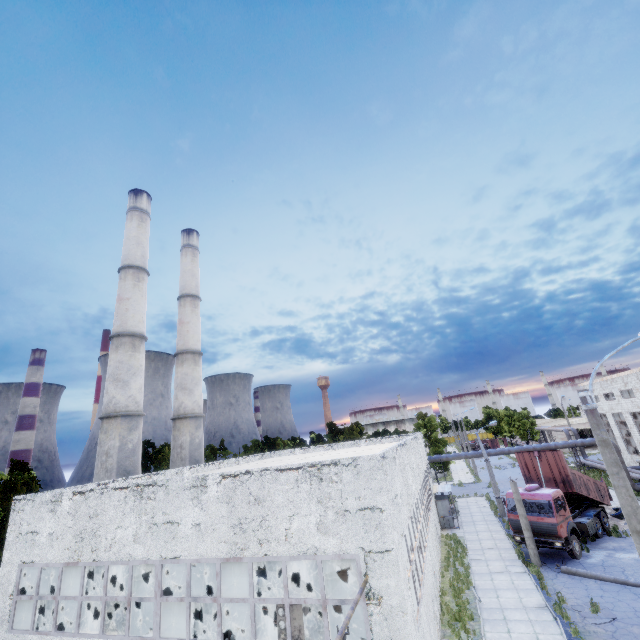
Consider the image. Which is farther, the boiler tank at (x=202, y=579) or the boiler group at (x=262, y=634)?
the boiler tank at (x=202, y=579)

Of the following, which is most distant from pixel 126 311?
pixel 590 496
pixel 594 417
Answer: pixel 590 496

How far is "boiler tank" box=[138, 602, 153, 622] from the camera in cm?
1714

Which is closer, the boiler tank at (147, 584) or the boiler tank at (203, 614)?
the boiler tank at (203, 614)

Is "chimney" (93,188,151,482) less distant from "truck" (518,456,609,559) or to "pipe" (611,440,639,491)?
"pipe" (611,440,639,491)

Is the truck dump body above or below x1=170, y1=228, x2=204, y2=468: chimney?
below

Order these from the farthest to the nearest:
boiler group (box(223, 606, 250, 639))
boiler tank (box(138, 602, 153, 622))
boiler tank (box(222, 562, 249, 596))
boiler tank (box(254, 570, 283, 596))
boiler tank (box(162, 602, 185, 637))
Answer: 1. boiler tank (box(138, 602, 153, 622))
2. boiler tank (box(162, 602, 185, 637))
3. boiler tank (box(222, 562, 249, 596))
4. boiler tank (box(254, 570, 283, 596))
5. boiler group (box(223, 606, 250, 639))

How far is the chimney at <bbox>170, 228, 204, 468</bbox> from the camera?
28.6m
